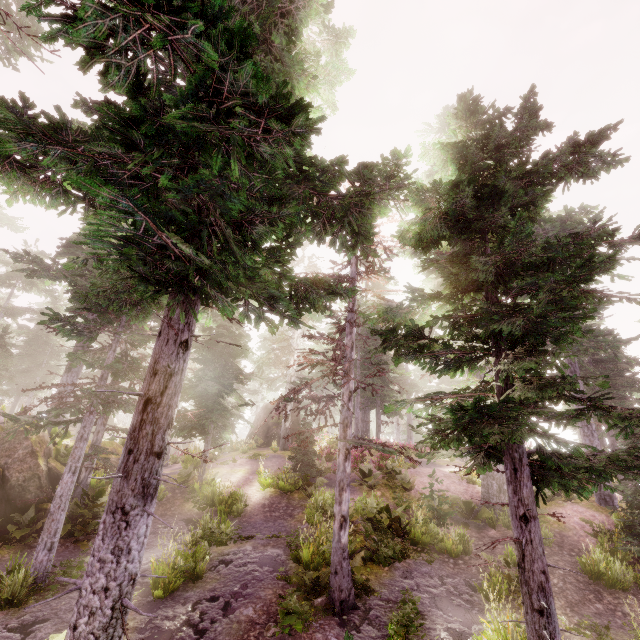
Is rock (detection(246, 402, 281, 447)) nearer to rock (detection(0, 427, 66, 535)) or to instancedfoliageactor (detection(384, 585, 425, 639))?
instancedfoliageactor (detection(384, 585, 425, 639))

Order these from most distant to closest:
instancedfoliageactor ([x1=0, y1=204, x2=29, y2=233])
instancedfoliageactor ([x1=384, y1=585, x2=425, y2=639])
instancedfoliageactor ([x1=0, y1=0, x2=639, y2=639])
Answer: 1. instancedfoliageactor ([x1=0, y1=204, x2=29, y2=233])
2. instancedfoliageactor ([x1=384, y1=585, x2=425, y2=639])
3. instancedfoliageactor ([x1=0, y1=0, x2=639, y2=639])

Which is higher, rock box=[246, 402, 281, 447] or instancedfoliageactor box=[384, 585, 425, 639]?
rock box=[246, 402, 281, 447]

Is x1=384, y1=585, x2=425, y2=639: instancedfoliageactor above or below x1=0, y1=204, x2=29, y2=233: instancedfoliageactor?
below

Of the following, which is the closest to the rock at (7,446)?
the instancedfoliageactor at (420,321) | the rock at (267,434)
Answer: the instancedfoliageactor at (420,321)

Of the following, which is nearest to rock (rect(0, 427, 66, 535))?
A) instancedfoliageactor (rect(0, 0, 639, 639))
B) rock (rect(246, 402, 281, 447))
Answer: instancedfoliageactor (rect(0, 0, 639, 639))

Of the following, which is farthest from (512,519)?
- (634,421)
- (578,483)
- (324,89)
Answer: (324,89)
